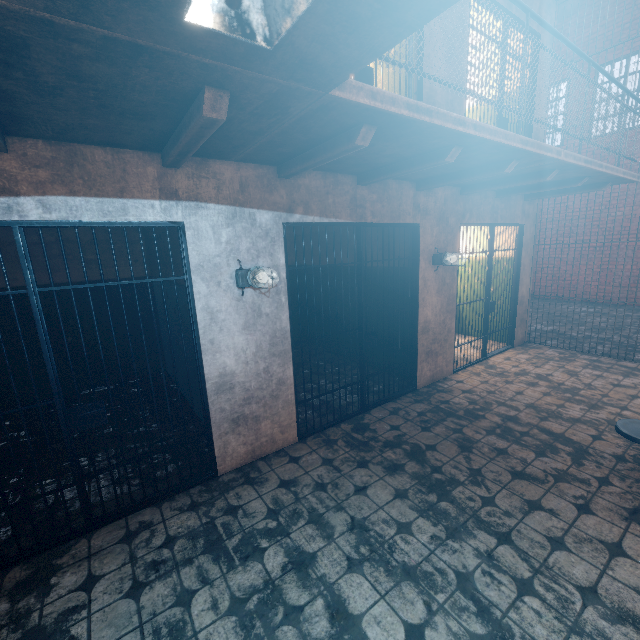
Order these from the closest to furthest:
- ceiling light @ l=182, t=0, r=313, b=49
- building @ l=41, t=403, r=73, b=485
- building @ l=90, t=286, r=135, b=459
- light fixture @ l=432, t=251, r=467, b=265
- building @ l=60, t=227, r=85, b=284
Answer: ceiling light @ l=182, t=0, r=313, b=49 < building @ l=41, t=403, r=73, b=485 < building @ l=90, t=286, r=135, b=459 < light fixture @ l=432, t=251, r=467, b=265 < building @ l=60, t=227, r=85, b=284

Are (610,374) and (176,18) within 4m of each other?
no

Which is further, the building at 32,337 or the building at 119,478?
the building at 32,337

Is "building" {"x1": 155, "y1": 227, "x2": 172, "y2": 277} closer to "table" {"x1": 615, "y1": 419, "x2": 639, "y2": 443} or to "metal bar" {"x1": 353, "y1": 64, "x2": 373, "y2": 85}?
"metal bar" {"x1": 353, "y1": 64, "x2": 373, "y2": 85}

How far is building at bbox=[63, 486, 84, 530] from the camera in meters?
2.7 m

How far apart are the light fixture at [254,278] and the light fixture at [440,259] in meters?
2.6

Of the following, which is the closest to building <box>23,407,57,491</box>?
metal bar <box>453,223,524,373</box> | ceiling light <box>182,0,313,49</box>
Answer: metal bar <box>453,223,524,373</box>

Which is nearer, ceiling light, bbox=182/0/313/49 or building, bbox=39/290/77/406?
ceiling light, bbox=182/0/313/49
